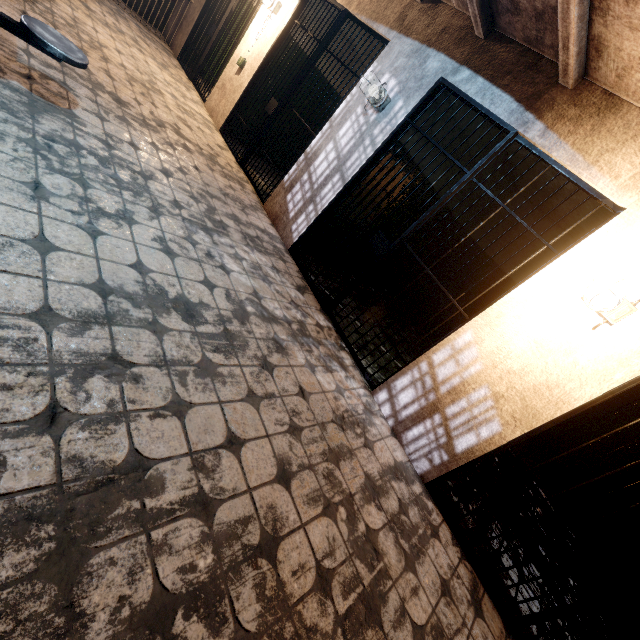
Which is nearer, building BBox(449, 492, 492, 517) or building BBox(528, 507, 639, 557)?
building BBox(449, 492, 492, 517)

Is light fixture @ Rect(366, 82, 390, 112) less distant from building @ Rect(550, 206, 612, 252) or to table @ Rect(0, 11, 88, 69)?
building @ Rect(550, 206, 612, 252)

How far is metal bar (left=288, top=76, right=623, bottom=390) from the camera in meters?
2.6 m

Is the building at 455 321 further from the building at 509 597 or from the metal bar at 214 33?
the metal bar at 214 33

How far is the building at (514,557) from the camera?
2.66m

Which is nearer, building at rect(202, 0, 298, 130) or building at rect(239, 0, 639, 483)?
building at rect(239, 0, 639, 483)

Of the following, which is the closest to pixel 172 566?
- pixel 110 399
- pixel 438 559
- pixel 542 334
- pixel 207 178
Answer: pixel 110 399

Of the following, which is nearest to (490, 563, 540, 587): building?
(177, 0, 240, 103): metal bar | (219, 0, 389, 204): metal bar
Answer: (219, 0, 389, 204): metal bar
